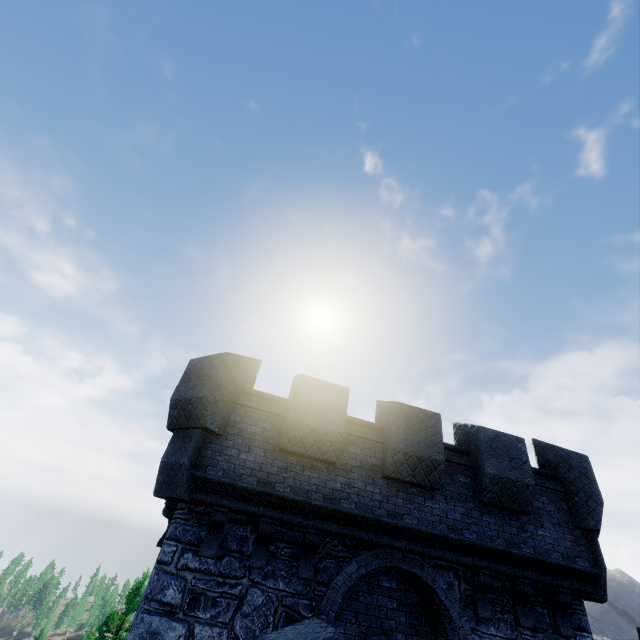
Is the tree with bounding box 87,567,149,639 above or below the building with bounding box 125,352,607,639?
below

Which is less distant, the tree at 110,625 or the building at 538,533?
the building at 538,533

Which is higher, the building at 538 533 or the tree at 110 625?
the building at 538 533

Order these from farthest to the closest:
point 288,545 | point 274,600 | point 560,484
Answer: point 560,484, point 288,545, point 274,600

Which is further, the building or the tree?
the tree
